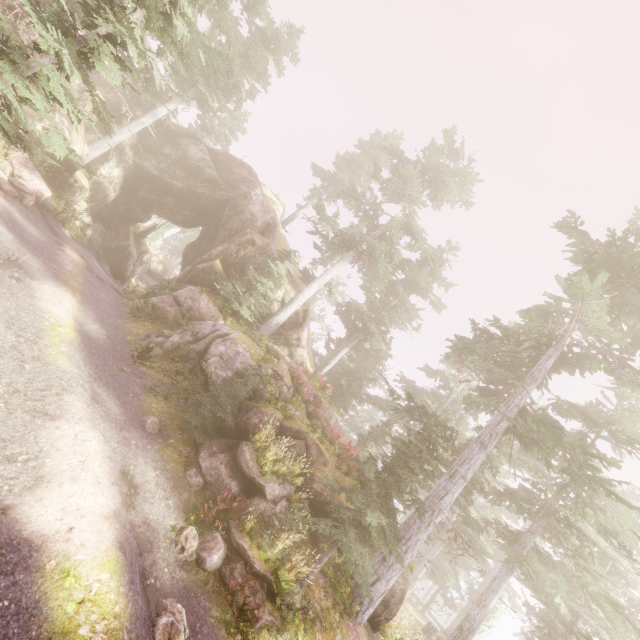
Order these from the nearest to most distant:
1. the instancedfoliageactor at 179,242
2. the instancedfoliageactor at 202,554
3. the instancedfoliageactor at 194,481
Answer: the instancedfoliageactor at 202,554
the instancedfoliageactor at 194,481
the instancedfoliageactor at 179,242

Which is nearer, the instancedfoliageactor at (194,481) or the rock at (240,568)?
the rock at (240,568)

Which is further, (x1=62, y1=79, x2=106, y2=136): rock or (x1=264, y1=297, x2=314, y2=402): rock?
(x1=62, y1=79, x2=106, y2=136): rock

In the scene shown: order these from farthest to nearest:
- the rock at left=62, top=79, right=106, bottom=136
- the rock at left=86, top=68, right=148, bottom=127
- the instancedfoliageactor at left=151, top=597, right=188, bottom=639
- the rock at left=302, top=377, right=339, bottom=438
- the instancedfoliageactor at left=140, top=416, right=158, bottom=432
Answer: the rock at left=86, top=68, right=148, bottom=127 < the rock at left=302, top=377, right=339, bottom=438 < the rock at left=62, top=79, right=106, bottom=136 < the instancedfoliageactor at left=140, top=416, right=158, bottom=432 < the instancedfoliageactor at left=151, top=597, right=188, bottom=639

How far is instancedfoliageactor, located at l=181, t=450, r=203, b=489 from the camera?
9.5 meters

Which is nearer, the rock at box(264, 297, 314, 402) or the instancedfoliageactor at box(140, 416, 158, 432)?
the instancedfoliageactor at box(140, 416, 158, 432)

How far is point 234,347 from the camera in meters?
15.3
